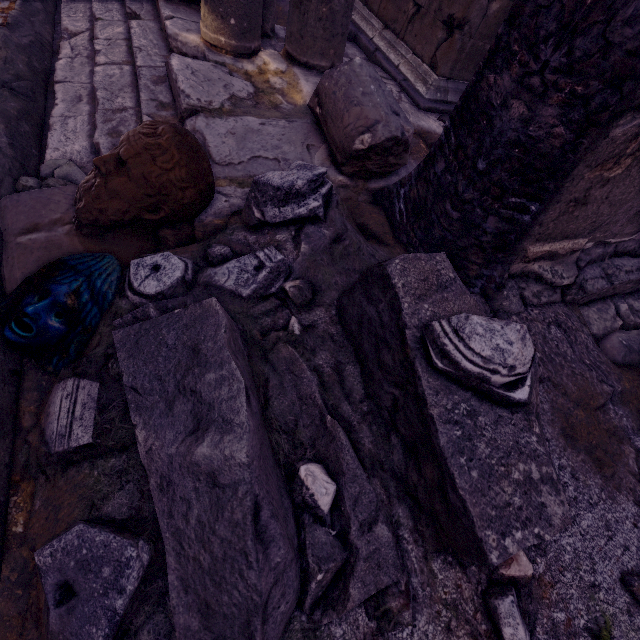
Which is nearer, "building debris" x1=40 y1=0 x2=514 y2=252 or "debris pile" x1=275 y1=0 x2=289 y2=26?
"building debris" x1=40 y1=0 x2=514 y2=252

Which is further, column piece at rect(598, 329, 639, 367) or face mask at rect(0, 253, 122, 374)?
column piece at rect(598, 329, 639, 367)

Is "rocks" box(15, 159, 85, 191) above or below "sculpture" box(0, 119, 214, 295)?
below

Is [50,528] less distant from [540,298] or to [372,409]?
[372,409]

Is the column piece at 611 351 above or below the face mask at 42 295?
above

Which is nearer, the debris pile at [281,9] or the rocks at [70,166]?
the rocks at [70,166]

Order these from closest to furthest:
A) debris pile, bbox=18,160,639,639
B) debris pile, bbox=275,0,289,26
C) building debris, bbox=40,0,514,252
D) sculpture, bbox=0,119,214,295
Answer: debris pile, bbox=18,160,639,639, sculpture, bbox=0,119,214,295, building debris, bbox=40,0,514,252, debris pile, bbox=275,0,289,26

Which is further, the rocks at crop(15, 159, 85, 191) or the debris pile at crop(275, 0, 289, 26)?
the debris pile at crop(275, 0, 289, 26)
